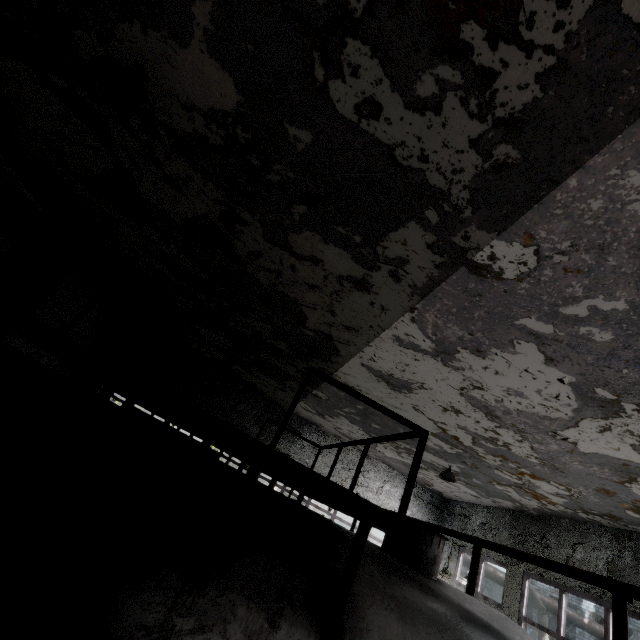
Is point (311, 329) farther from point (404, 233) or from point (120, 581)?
point (120, 581)

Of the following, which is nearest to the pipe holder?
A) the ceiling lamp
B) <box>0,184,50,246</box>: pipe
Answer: the ceiling lamp

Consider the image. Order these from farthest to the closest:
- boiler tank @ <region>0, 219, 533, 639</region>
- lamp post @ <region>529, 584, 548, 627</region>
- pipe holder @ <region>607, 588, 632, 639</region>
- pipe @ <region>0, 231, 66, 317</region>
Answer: lamp post @ <region>529, 584, 548, 627</region>
pipe @ <region>0, 231, 66, 317</region>
pipe holder @ <region>607, 588, 632, 639</region>
boiler tank @ <region>0, 219, 533, 639</region>

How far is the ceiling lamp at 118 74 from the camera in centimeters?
338cm

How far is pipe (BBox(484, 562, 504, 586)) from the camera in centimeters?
1595cm

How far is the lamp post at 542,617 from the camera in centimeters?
1448cm

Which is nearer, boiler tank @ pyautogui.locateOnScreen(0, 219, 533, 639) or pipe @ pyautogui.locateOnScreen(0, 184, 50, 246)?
boiler tank @ pyautogui.locateOnScreen(0, 219, 533, 639)
